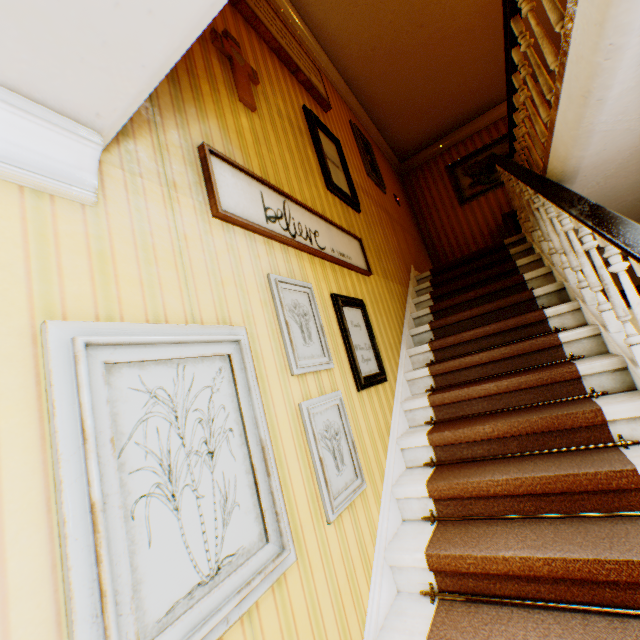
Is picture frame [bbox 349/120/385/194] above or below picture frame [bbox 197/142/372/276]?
above

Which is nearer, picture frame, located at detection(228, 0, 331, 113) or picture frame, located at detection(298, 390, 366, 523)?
picture frame, located at detection(298, 390, 366, 523)

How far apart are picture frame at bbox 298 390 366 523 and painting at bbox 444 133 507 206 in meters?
6.3

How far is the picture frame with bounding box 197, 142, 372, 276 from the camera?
1.7m

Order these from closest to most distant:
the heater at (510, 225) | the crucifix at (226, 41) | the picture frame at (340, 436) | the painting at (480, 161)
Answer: the picture frame at (340, 436), the crucifix at (226, 41), the heater at (510, 225), the painting at (480, 161)

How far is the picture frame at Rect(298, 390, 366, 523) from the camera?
1.6m

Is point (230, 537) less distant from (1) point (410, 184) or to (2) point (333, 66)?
(2) point (333, 66)

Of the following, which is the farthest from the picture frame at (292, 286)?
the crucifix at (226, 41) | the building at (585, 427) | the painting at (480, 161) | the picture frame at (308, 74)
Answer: the painting at (480, 161)
